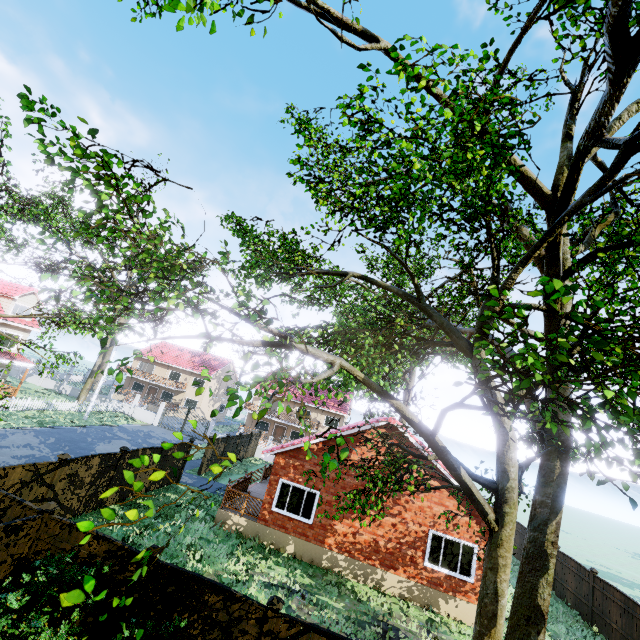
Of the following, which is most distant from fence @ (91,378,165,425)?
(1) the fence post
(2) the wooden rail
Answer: (2) the wooden rail

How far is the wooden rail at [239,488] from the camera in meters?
15.2 m

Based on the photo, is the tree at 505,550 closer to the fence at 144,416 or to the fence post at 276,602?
the fence at 144,416

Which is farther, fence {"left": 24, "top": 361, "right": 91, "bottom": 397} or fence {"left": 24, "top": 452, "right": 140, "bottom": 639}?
fence {"left": 24, "top": 361, "right": 91, "bottom": 397}

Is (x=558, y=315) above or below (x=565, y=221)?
below

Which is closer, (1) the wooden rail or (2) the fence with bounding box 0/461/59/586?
(2) the fence with bounding box 0/461/59/586

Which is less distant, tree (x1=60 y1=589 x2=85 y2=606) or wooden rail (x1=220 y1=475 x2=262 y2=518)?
tree (x1=60 y1=589 x2=85 y2=606)

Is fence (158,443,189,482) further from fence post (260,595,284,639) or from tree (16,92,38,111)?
tree (16,92,38,111)
